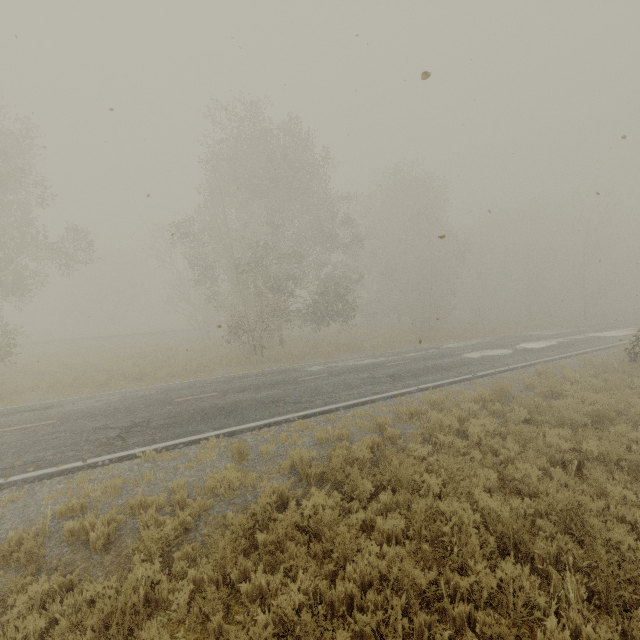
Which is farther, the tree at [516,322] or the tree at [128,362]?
the tree at [516,322]

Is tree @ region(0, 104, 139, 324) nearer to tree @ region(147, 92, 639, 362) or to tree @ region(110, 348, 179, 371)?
tree @ region(110, 348, 179, 371)

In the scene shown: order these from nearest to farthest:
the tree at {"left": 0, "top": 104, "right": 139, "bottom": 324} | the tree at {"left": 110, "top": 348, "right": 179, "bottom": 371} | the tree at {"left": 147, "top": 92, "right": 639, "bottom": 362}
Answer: the tree at {"left": 0, "top": 104, "right": 139, "bottom": 324} < the tree at {"left": 110, "top": 348, "right": 179, "bottom": 371} < the tree at {"left": 147, "top": 92, "right": 639, "bottom": 362}

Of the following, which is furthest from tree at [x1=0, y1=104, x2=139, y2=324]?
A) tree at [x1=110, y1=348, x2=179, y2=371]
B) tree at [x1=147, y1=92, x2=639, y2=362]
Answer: tree at [x1=147, y1=92, x2=639, y2=362]

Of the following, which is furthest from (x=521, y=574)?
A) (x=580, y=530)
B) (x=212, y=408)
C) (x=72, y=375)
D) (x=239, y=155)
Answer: (x=239, y=155)

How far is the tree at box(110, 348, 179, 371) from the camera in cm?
1932

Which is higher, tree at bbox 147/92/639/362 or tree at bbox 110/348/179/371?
tree at bbox 147/92/639/362

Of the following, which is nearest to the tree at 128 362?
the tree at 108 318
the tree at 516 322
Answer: the tree at 108 318
